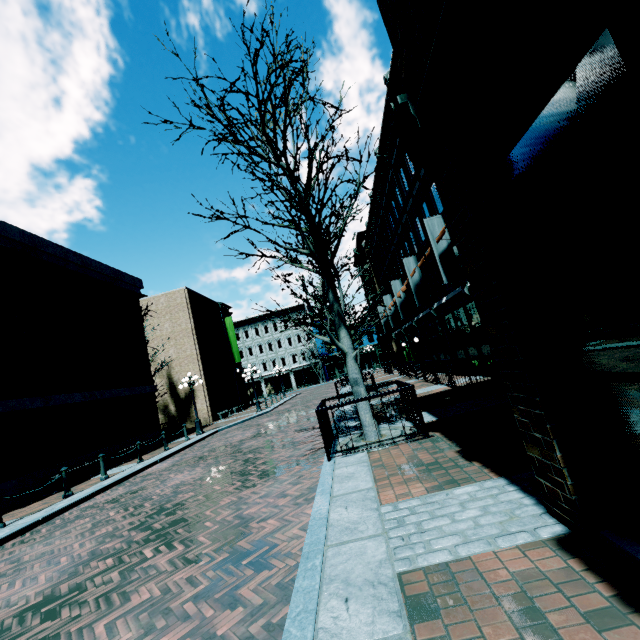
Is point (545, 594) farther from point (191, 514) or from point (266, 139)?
point (266, 139)

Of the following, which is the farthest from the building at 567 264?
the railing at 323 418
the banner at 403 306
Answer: the railing at 323 418

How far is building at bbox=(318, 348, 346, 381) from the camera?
51.1m

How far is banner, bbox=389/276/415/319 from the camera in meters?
22.7 m

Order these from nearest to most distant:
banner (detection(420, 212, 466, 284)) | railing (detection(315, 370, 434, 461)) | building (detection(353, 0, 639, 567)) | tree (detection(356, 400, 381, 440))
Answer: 1. building (detection(353, 0, 639, 567))
2. railing (detection(315, 370, 434, 461))
3. tree (detection(356, 400, 381, 440))
4. banner (detection(420, 212, 466, 284))

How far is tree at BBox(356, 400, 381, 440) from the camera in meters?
7.0 m

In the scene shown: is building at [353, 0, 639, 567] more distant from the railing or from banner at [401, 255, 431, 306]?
the railing

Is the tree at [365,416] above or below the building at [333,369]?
below
